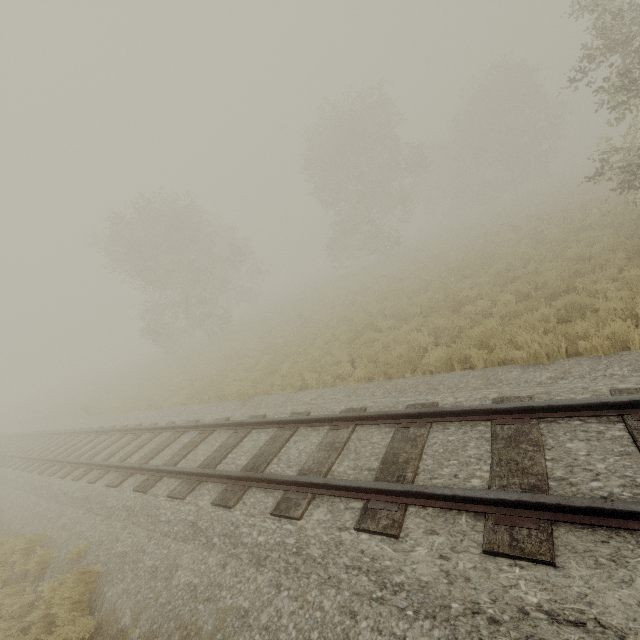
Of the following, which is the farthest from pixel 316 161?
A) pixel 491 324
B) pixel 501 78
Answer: pixel 491 324
